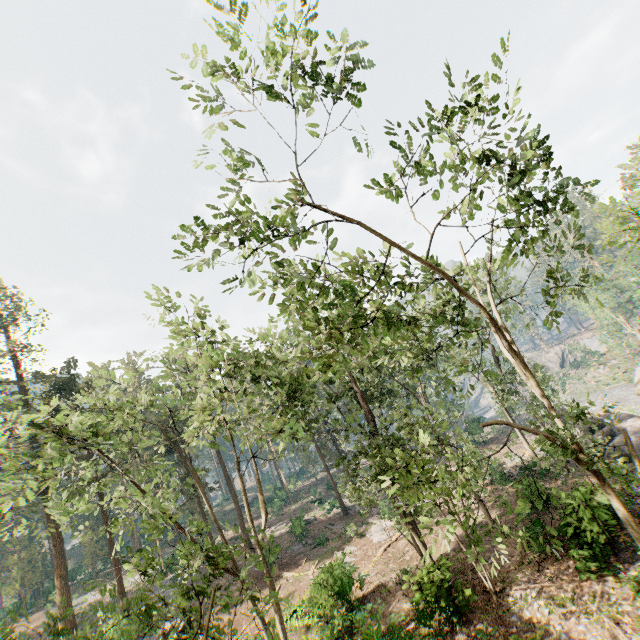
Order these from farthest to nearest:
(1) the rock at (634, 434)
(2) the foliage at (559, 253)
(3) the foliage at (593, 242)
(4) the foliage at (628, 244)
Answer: (1) the rock at (634, 434) → (4) the foliage at (628, 244) → (3) the foliage at (593, 242) → (2) the foliage at (559, 253)

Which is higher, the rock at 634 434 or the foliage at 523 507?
the foliage at 523 507

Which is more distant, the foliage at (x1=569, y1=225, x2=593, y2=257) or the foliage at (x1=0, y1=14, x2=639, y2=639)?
the foliage at (x1=569, y1=225, x2=593, y2=257)

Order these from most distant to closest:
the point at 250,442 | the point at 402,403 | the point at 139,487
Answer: the point at 402,403
the point at 250,442
the point at 139,487

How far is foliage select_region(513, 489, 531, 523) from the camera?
8.70m

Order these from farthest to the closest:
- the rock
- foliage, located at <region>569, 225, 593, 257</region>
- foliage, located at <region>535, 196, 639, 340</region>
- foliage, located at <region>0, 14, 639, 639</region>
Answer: the rock < foliage, located at <region>535, 196, 639, 340</region> < foliage, located at <region>569, 225, 593, 257</region> < foliage, located at <region>0, 14, 639, 639</region>

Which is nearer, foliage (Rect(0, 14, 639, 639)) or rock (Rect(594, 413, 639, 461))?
foliage (Rect(0, 14, 639, 639))
